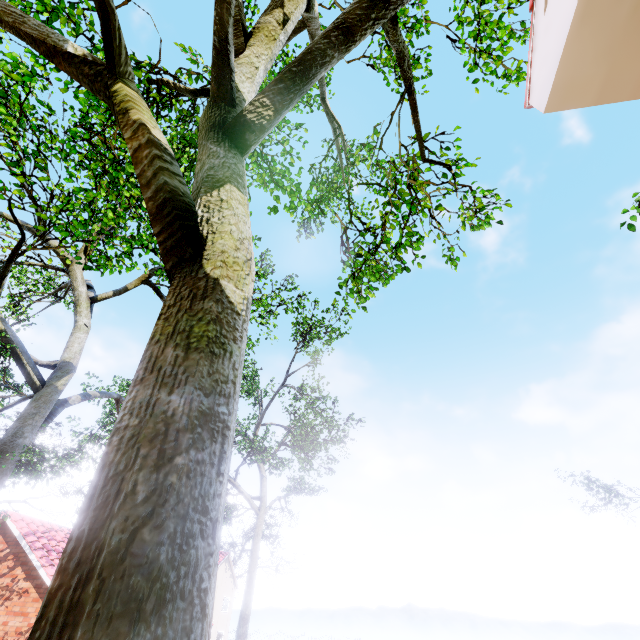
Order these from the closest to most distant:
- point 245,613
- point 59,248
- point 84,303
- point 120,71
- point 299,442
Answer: point 120,71, point 59,248, point 84,303, point 245,613, point 299,442
